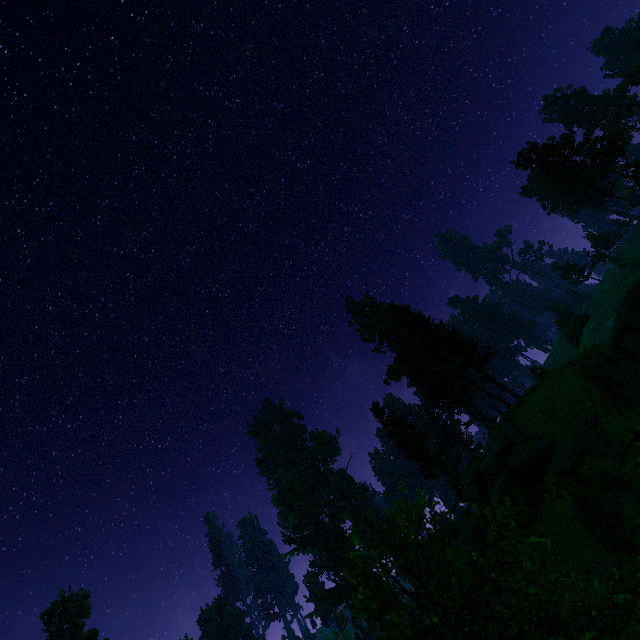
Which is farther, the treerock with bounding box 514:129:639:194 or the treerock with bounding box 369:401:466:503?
the treerock with bounding box 369:401:466:503

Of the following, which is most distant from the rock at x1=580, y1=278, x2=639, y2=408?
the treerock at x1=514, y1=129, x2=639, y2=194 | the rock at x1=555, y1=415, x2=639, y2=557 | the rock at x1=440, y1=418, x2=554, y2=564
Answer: the treerock at x1=514, y1=129, x2=639, y2=194

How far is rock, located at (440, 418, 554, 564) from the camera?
21.42m

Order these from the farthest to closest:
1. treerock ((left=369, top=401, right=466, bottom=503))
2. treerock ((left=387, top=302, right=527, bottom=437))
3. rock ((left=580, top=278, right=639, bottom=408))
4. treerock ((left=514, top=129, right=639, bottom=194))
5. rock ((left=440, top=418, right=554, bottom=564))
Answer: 1. treerock ((left=369, top=401, right=466, bottom=503))
2. treerock ((left=514, top=129, right=639, bottom=194))
3. treerock ((left=387, top=302, right=527, bottom=437))
4. rock ((left=440, top=418, right=554, bottom=564))
5. rock ((left=580, top=278, right=639, bottom=408))

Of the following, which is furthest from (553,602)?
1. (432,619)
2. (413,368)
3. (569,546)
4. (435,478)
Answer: (413,368)

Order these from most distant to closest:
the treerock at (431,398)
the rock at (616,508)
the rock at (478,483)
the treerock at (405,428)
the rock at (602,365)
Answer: the treerock at (405,428) → the treerock at (431,398) → the rock at (478,483) → the rock at (602,365) → the rock at (616,508)

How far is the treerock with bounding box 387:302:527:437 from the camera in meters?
31.3 m

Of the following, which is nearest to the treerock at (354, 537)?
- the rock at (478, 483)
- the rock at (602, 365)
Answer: the rock at (478, 483)
